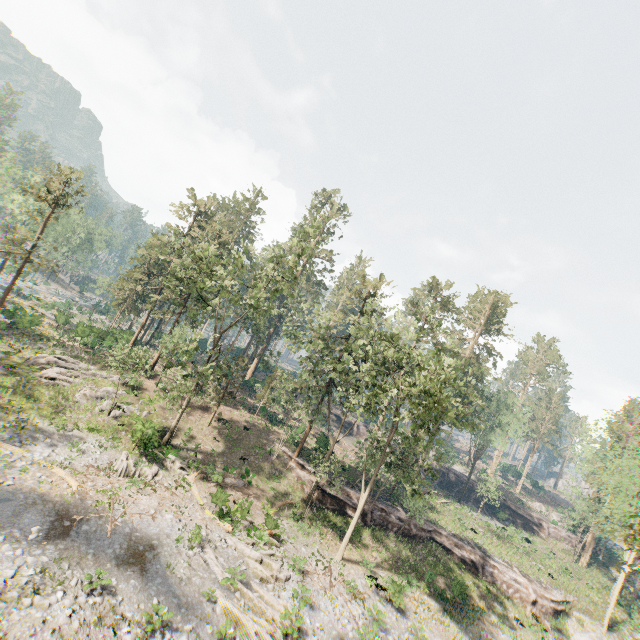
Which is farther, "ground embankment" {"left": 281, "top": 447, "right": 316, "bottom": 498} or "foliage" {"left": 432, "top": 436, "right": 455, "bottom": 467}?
"ground embankment" {"left": 281, "top": 447, "right": 316, "bottom": 498}

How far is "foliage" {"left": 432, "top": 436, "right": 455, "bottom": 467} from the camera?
21.27m

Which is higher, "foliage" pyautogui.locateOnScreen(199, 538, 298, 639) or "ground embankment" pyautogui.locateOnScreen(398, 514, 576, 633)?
"ground embankment" pyautogui.locateOnScreen(398, 514, 576, 633)

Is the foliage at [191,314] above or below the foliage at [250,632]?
above

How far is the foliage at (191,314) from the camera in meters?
24.2

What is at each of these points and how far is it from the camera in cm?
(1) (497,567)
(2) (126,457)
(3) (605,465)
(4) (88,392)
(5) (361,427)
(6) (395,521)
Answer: (1) ground embankment, 3139
(2) foliage, 2266
(3) foliage, 4800
(4) foliage, 2816
(5) ground embankment, 5784
(6) ground embankment, 3150

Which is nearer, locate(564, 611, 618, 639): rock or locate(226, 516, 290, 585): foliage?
locate(226, 516, 290, 585): foliage
